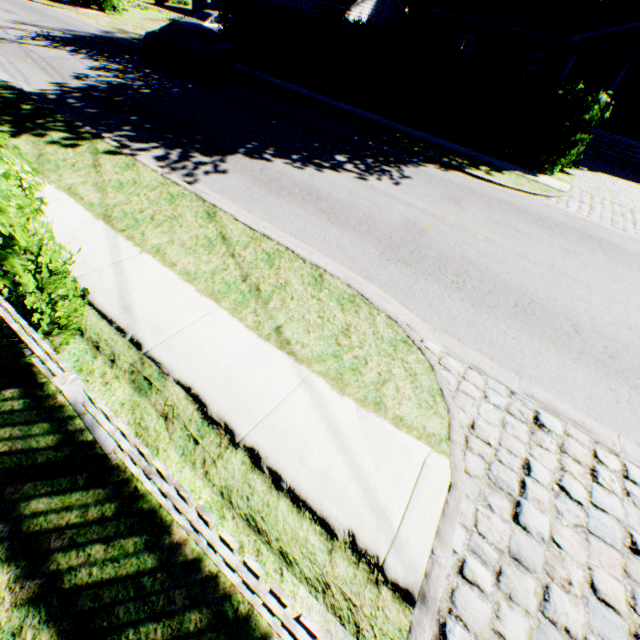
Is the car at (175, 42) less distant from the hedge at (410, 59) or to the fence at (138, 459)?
the hedge at (410, 59)

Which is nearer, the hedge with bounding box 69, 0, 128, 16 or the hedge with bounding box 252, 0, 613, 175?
the hedge with bounding box 252, 0, 613, 175

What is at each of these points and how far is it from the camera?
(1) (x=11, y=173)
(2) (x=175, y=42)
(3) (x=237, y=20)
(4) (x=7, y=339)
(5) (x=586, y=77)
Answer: (1) hedge, 2.6m
(2) car, 14.7m
(3) hedge, 17.6m
(4) hedge, 3.3m
(5) house, 20.8m

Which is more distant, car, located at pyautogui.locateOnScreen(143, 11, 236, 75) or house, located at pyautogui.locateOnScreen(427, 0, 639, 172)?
house, located at pyautogui.locateOnScreen(427, 0, 639, 172)

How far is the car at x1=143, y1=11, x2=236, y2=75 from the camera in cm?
1436

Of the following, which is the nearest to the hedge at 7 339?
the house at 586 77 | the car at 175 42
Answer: the car at 175 42

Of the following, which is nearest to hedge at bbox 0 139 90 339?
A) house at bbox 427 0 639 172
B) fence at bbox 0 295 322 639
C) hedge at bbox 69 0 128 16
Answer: fence at bbox 0 295 322 639

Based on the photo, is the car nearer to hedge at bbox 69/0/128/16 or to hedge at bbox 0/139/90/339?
hedge at bbox 69/0/128/16
